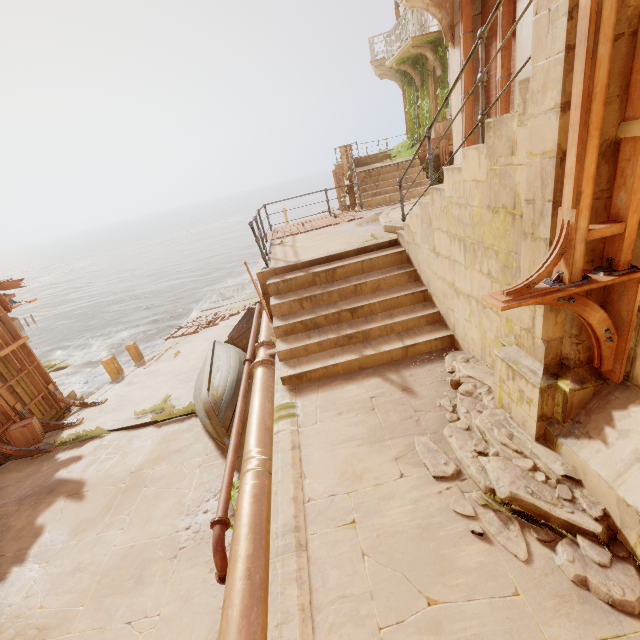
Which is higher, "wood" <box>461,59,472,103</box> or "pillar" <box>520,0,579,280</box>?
"wood" <box>461,59,472,103</box>

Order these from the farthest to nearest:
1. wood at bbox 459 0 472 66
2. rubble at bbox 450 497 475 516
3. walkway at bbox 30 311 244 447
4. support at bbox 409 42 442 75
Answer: support at bbox 409 42 442 75 < walkway at bbox 30 311 244 447 < wood at bbox 459 0 472 66 < rubble at bbox 450 497 475 516

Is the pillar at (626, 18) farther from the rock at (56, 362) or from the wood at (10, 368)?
the rock at (56, 362)

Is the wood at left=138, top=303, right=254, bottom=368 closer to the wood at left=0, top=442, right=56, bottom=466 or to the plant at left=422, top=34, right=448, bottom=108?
the wood at left=0, top=442, right=56, bottom=466

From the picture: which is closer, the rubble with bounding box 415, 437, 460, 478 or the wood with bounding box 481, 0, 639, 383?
the wood with bounding box 481, 0, 639, 383

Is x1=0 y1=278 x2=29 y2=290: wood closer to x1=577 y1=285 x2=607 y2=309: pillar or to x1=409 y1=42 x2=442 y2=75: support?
x1=577 y1=285 x2=607 y2=309: pillar

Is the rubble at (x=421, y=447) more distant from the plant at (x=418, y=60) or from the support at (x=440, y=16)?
the support at (x=440, y=16)

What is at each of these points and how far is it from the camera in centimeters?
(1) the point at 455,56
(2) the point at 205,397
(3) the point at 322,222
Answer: (1) column, 735cm
(2) boat, 698cm
(3) wood, 1074cm
